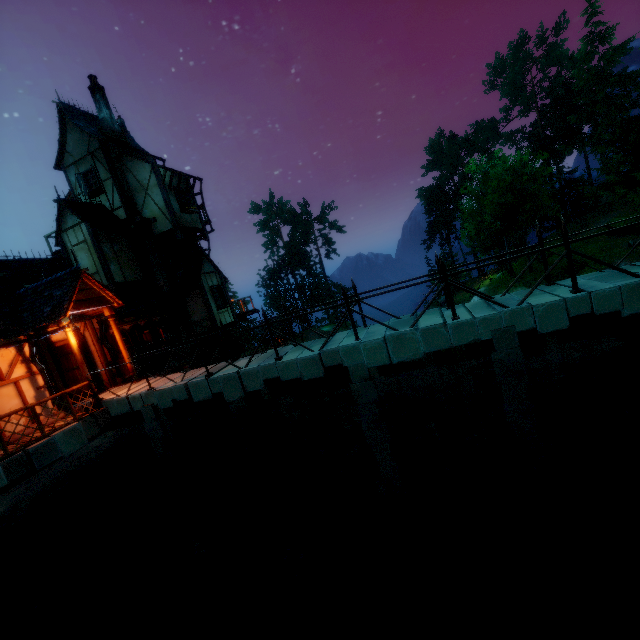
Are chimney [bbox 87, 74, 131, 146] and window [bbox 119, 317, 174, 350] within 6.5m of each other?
no

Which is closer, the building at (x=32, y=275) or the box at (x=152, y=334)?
the building at (x=32, y=275)

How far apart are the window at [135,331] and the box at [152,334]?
0.01m

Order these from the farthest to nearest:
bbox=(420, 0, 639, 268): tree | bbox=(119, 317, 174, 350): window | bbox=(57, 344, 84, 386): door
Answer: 1. bbox=(420, 0, 639, 268): tree
2. bbox=(119, 317, 174, 350): window
3. bbox=(57, 344, 84, 386): door

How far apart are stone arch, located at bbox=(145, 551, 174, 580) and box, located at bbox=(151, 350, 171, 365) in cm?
711

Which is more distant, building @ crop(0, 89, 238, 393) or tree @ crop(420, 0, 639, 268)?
tree @ crop(420, 0, 639, 268)

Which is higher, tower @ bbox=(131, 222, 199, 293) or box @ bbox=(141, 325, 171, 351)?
tower @ bbox=(131, 222, 199, 293)

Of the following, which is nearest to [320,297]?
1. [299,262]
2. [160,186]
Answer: [299,262]
